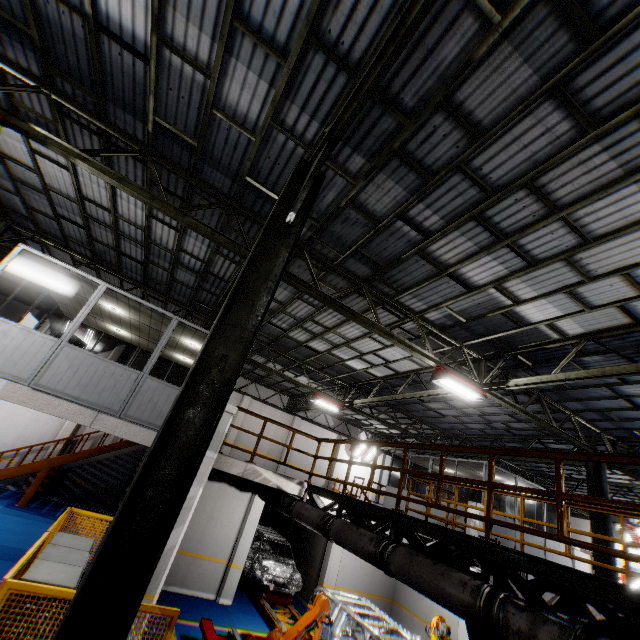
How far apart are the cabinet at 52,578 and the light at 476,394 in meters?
8.1

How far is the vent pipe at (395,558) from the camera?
3.97m

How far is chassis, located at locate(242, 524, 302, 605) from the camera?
11.67m

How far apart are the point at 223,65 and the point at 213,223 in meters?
3.9

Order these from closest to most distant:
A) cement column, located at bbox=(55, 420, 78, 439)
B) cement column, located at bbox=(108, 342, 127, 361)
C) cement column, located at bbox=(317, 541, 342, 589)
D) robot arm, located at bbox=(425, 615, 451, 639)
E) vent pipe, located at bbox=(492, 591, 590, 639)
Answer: vent pipe, located at bbox=(492, 591, 590, 639) < robot arm, located at bbox=(425, 615, 451, 639) < cement column, located at bbox=(317, 541, 342, 589) < cement column, located at bbox=(55, 420, 78, 439) < cement column, located at bbox=(108, 342, 127, 361)

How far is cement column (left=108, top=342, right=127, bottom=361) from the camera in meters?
18.2

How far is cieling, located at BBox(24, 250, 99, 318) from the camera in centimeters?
856cm

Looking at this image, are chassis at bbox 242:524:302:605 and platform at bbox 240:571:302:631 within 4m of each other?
yes
